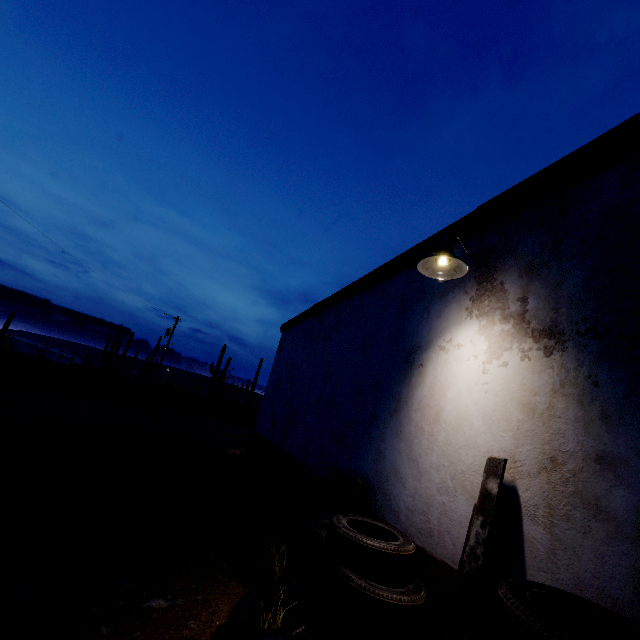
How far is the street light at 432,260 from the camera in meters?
3.0 m

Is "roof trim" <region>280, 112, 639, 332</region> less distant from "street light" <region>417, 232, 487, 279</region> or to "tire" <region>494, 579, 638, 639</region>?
"street light" <region>417, 232, 487, 279</region>

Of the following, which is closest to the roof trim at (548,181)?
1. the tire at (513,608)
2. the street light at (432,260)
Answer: the street light at (432,260)

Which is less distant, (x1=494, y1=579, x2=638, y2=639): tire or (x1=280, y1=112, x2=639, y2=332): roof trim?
(x1=494, y1=579, x2=638, y2=639): tire

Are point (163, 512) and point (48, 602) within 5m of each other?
yes

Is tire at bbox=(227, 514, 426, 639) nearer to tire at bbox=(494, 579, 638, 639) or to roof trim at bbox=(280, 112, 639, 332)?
tire at bbox=(494, 579, 638, 639)

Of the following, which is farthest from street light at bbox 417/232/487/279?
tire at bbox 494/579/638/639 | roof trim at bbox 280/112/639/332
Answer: tire at bbox 494/579/638/639

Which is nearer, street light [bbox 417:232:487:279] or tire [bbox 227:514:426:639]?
tire [bbox 227:514:426:639]
